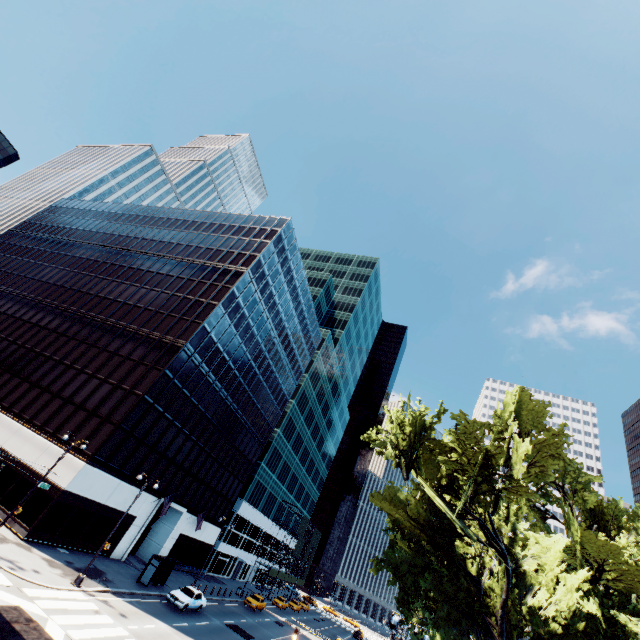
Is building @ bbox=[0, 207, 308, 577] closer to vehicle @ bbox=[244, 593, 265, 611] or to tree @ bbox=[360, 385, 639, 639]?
vehicle @ bbox=[244, 593, 265, 611]

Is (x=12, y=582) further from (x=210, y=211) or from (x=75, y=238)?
(x=75, y=238)

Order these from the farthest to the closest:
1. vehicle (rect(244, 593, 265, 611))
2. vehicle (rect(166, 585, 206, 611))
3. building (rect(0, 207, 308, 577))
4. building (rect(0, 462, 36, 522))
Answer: vehicle (rect(244, 593, 265, 611))
building (rect(0, 207, 308, 577))
vehicle (rect(166, 585, 206, 611))
building (rect(0, 462, 36, 522))

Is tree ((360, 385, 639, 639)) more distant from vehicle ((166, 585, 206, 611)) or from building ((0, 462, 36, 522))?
building ((0, 462, 36, 522))

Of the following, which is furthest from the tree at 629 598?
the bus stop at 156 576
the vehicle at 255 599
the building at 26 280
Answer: the building at 26 280

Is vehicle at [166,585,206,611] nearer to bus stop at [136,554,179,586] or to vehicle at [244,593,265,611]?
bus stop at [136,554,179,586]

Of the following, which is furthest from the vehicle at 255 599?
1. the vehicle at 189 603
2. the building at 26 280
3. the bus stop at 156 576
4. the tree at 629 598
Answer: the tree at 629 598

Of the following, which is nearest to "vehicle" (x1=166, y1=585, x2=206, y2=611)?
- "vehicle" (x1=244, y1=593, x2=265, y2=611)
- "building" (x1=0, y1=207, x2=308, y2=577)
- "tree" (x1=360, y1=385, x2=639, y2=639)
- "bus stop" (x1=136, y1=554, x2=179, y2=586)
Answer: "bus stop" (x1=136, y1=554, x2=179, y2=586)
